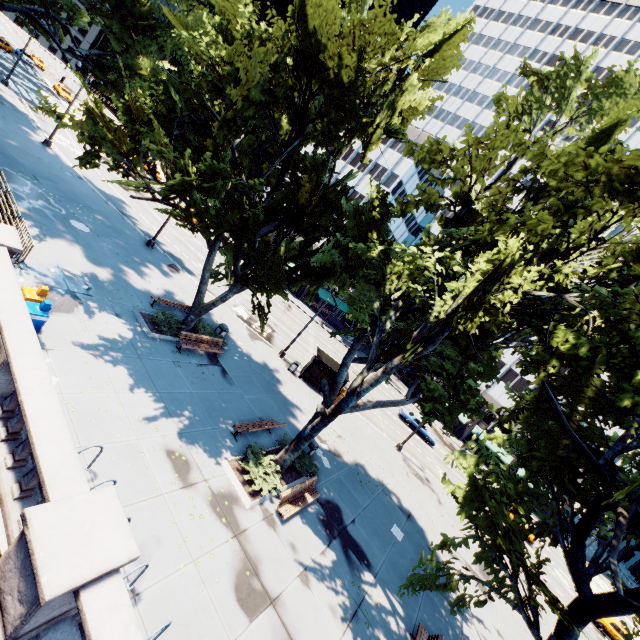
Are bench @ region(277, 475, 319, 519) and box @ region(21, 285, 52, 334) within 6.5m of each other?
no

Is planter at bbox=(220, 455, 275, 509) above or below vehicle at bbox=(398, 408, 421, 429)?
below

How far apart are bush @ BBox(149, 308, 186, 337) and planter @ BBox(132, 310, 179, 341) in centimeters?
7cm

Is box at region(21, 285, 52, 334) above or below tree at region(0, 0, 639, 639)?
below

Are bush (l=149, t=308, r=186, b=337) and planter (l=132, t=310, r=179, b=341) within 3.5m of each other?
yes

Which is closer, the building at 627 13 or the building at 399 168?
the building at 399 168

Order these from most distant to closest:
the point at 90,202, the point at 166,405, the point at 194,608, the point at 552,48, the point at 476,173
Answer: the point at 552,48, the point at 90,202, the point at 166,405, the point at 476,173, the point at 194,608
